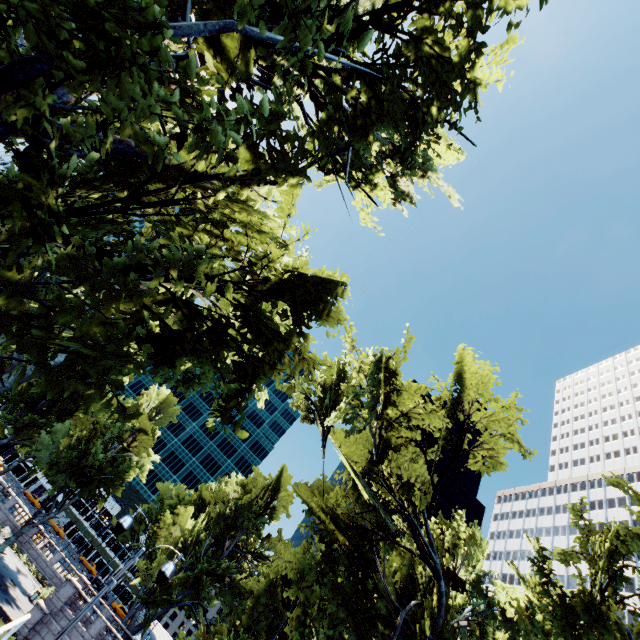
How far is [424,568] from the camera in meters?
18.7

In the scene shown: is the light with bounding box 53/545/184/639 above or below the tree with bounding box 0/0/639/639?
below

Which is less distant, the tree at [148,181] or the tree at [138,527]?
the tree at [148,181]

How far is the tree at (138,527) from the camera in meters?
52.0

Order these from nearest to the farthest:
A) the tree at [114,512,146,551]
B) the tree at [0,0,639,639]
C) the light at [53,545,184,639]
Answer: the tree at [0,0,639,639]
the light at [53,545,184,639]
the tree at [114,512,146,551]

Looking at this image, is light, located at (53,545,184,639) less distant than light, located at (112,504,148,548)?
Yes
